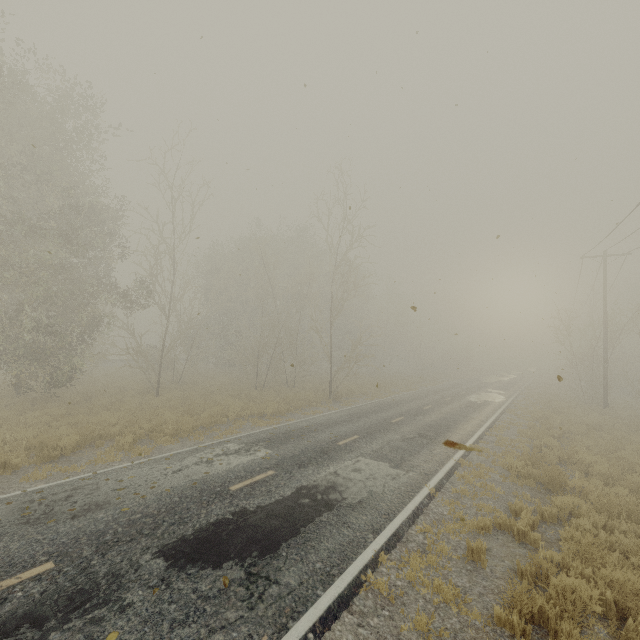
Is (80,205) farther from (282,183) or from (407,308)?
(407,308)
